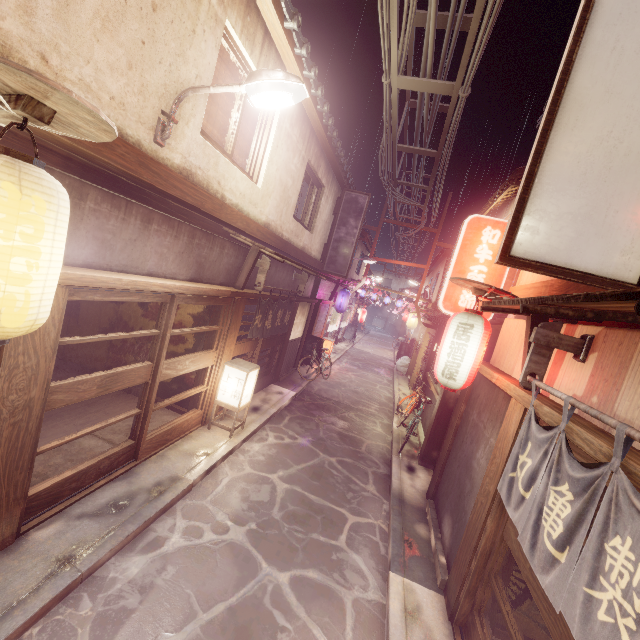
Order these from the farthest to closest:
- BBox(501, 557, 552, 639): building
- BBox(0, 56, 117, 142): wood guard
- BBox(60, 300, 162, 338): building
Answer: BBox(60, 300, 162, 338): building
BBox(501, 557, 552, 639): building
BBox(0, 56, 117, 142): wood guard

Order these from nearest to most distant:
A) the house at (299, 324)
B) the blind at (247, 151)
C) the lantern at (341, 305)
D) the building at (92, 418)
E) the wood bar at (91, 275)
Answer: the wood bar at (91, 275) < the building at (92, 418) < the blind at (247, 151) < the house at (299, 324) < the lantern at (341, 305)

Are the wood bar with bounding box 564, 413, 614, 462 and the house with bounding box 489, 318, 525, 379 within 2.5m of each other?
yes

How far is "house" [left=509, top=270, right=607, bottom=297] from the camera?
6.4m

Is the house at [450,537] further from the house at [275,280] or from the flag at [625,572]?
the house at [275,280]

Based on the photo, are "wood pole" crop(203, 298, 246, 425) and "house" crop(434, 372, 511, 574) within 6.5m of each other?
no

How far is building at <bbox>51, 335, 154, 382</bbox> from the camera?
13.31m

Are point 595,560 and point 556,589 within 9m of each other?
yes
